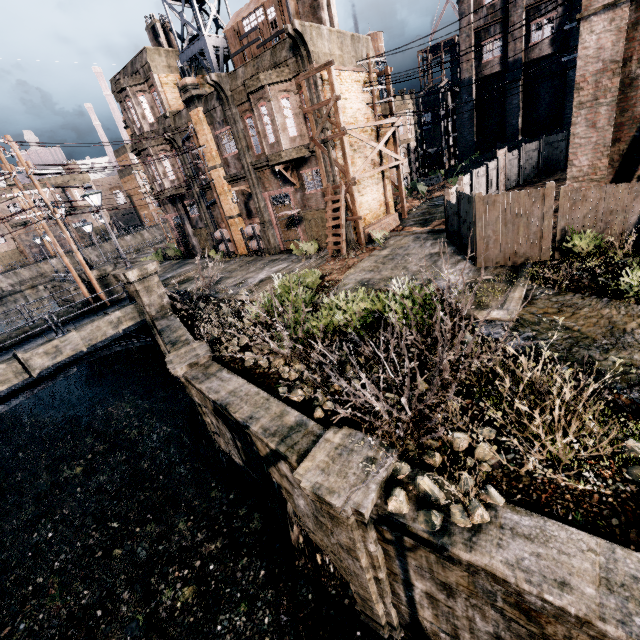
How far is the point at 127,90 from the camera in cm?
2634

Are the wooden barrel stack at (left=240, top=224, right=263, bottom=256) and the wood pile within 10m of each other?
yes

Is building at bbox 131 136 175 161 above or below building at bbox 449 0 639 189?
above

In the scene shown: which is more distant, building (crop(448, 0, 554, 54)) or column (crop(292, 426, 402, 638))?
building (crop(448, 0, 554, 54))

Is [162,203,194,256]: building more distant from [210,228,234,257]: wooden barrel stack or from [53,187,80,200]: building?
[53,187,80,200]: building

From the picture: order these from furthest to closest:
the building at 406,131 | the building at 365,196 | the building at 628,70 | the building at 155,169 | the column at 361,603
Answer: the building at 406,131, the building at 155,169, the building at 365,196, the building at 628,70, the column at 361,603

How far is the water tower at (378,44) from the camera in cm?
3656

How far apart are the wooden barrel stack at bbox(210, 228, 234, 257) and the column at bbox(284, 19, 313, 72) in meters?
14.3 m
